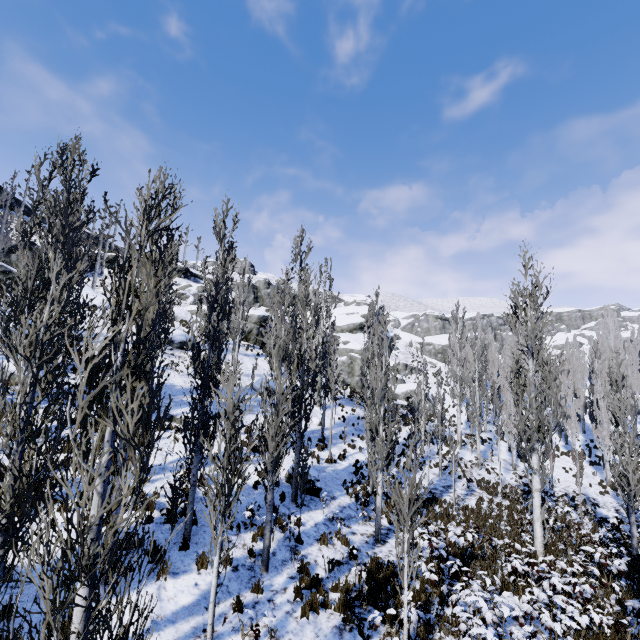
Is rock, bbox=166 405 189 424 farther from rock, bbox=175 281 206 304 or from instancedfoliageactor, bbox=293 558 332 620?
rock, bbox=175 281 206 304

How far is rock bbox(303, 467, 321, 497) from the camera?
13.4 meters

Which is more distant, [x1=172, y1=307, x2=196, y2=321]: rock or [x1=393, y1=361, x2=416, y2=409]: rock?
[x1=393, y1=361, x2=416, y2=409]: rock

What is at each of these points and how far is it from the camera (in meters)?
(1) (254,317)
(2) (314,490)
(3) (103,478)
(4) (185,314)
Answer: Answer:
(1) rock, 35.81
(2) rock, 13.42
(3) instancedfoliageactor, 2.74
(4) rock, 32.22

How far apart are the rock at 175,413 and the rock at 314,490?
4.98m

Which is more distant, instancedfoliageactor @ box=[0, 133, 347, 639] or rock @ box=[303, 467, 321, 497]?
rock @ box=[303, 467, 321, 497]

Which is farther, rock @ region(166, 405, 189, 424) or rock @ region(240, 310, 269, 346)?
rock @ region(240, 310, 269, 346)

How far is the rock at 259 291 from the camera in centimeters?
5738cm
